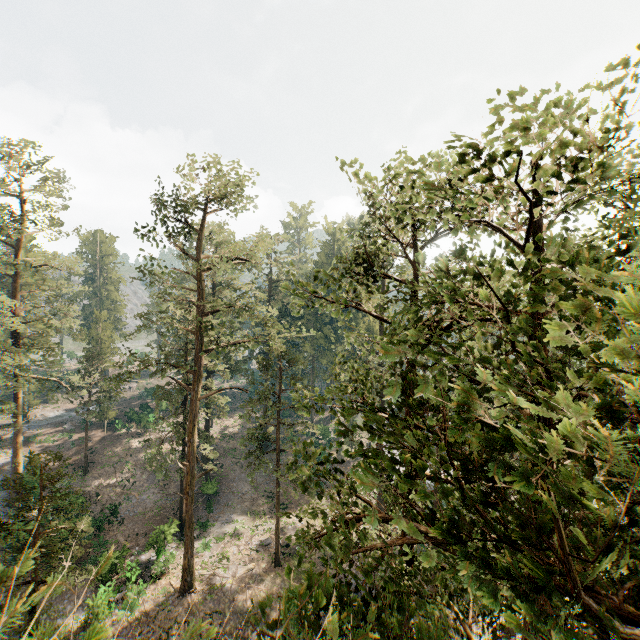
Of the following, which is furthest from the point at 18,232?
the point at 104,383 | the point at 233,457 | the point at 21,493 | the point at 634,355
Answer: the point at 634,355
